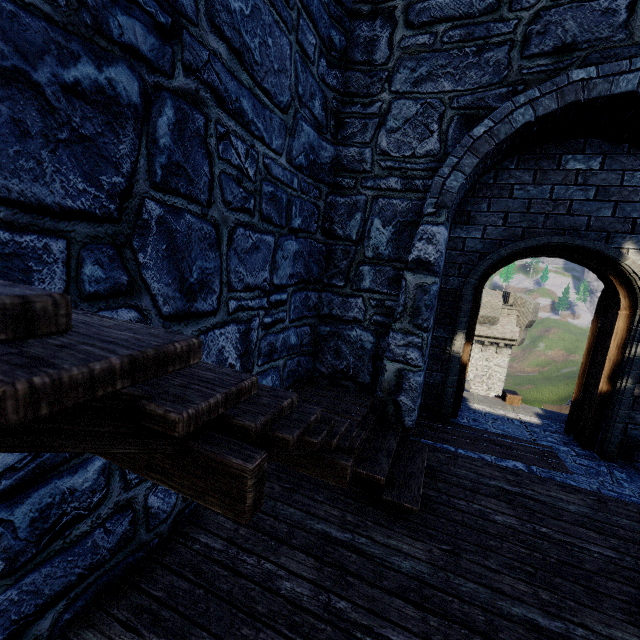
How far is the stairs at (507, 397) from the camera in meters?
5.9

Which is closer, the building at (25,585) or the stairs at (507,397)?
the building at (25,585)

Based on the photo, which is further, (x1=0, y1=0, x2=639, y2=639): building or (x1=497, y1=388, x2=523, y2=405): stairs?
(x1=497, y1=388, x2=523, y2=405): stairs

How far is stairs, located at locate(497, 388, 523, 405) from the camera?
5.9m

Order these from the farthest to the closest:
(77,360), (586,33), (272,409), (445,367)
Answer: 1. (445,367)
2. (586,33)
3. (272,409)
4. (77,360)
